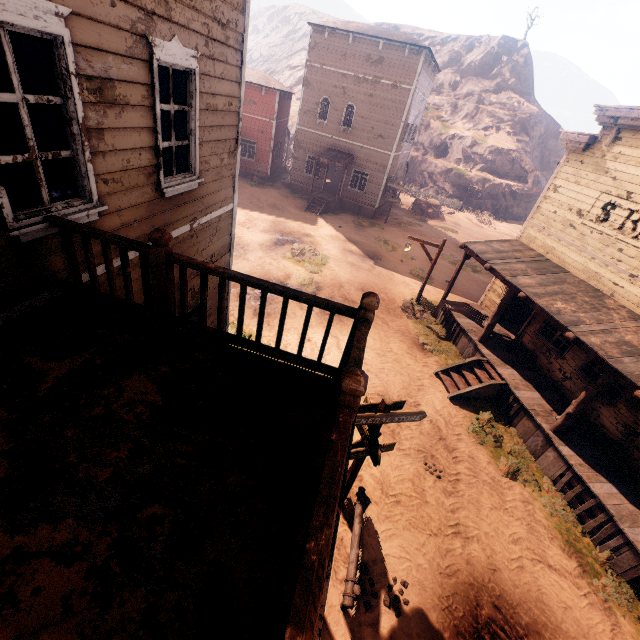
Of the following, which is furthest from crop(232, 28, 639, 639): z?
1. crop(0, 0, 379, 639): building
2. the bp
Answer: the bp

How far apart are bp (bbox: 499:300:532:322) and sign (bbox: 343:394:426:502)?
9.9m

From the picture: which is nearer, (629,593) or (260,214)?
(629,593)

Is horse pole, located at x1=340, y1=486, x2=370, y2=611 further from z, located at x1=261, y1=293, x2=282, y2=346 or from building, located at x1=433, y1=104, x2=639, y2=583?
building, located at x1=433, y1=104, x2=639, y2=583

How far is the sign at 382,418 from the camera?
5.28m

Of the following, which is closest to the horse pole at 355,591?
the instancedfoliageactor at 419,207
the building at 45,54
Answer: the building at 45,54

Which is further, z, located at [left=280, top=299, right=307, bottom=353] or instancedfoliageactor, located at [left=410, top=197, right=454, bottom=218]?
instancedfoliageactor, located at [left=410, top=197, right=454, bottom=218]

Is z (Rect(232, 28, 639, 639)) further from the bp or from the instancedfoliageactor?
the bp
